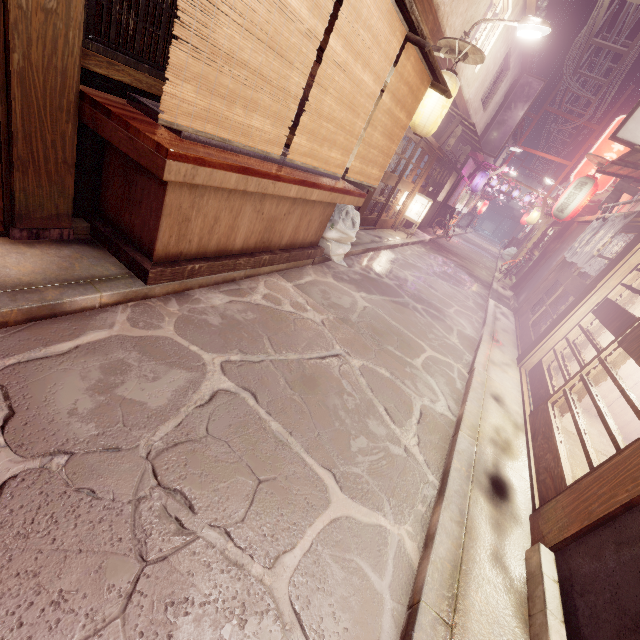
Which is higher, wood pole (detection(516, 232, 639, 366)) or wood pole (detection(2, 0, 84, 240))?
wood pole (detection(516, 232, 639, 366))

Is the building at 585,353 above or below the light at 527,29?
below

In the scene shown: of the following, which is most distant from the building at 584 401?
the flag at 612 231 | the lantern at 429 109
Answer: the lantern at 429 109

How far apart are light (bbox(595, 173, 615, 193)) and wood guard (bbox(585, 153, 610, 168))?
1.45m

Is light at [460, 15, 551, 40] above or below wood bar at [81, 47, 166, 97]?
above

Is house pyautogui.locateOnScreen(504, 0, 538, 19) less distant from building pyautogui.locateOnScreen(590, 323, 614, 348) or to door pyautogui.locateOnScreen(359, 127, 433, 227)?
door pyautogui.locateOnScreen(359, 127, 433, 227)

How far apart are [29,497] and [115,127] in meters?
4.6

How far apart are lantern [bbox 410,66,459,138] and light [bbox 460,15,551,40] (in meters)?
3.96
